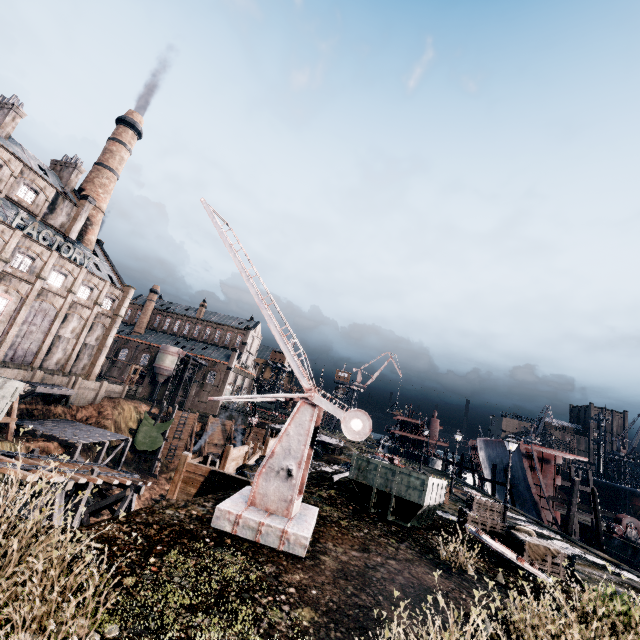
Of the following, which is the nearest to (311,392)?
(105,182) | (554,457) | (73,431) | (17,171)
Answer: (73,431)

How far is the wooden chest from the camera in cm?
1393

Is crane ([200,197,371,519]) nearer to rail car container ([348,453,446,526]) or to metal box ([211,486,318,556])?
metal box ([211,486,318,556])

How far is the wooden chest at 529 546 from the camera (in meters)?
13.93

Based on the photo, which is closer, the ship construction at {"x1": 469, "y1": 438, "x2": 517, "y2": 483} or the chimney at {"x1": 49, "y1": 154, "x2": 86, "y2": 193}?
the ship construction at {"x1": 469, "y1": 438, "x2": 517, "y2": 483}

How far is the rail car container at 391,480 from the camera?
13.61m

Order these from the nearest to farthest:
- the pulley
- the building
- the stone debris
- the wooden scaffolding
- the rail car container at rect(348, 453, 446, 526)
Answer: the rail car container at rect(348, 453, 446, 526) < the stone debris < the wooden scaffolding < the pulley < the building

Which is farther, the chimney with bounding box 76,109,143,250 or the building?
the chimney with bounding box 76,109,143,250
